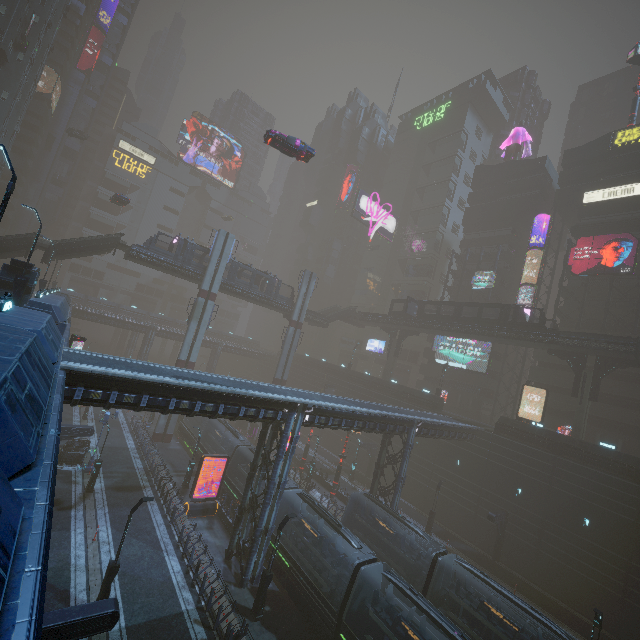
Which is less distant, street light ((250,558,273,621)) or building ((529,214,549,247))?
street light ((250,558,273,621))

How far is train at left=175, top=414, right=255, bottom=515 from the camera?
28.62m

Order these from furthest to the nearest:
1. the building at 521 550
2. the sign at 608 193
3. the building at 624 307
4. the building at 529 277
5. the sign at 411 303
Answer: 1. the building at 529 277
2. the sign at 411 303
3. the sign at 608 193
4. the building at 624 307
5. the building at 521 550

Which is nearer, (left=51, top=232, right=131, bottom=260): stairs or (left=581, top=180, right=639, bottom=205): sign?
(left=51, top=232, right=131, bottom=260): stairs

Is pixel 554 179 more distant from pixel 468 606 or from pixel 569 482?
pixel 468 606

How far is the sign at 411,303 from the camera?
47.2 meters

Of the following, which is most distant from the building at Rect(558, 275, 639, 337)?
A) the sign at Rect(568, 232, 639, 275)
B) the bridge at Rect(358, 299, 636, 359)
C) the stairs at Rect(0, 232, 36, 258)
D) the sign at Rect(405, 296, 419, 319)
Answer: the sign at Rect(405, 296, 419, 319)

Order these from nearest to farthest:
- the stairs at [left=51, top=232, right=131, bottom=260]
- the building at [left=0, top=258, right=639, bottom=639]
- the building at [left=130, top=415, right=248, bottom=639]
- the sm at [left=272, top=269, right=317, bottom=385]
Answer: the building at [left=0, top=258, right=639, bottom=639] < the building at [left=130, top=415, right=248, bottom=639] < the stairs at [left=51, top=232, right=131, bottom=260] < the sm at [left=272, top=269, right=317, bottom=385]
